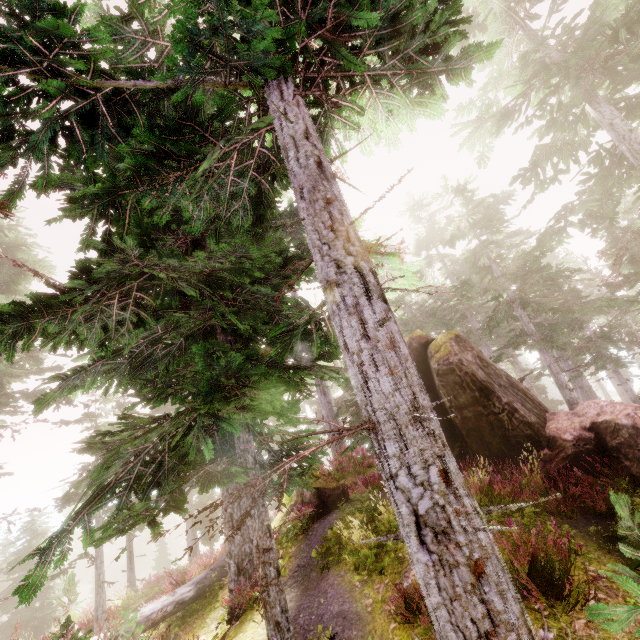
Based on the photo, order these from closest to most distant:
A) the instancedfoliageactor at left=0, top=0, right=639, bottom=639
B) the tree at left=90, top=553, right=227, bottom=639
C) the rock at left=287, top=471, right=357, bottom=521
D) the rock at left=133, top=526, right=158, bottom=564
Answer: the instancedfoliageactor at left=0, top=0, right=639, bottom=639
the tree at left=90, top=553, right=227, bottom=639
the rock at left=287, top=471, right=357, bottom=521
the rock at left=133, top=526, right=158, bottom=564

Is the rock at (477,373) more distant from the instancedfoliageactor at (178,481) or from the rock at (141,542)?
the rock at (141,542)

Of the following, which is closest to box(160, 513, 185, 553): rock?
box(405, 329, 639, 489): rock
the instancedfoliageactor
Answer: the instancedfoliageactor

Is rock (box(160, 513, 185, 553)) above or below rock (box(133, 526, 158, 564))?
above

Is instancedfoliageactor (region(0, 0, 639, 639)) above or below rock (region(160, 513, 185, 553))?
above

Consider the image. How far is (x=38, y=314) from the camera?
4.3m

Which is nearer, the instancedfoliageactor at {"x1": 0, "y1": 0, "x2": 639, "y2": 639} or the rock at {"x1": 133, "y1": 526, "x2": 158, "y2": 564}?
the instancedfoliageactor at {"x1": 0, "y1": 0, "x2": 639, "y2": 639}

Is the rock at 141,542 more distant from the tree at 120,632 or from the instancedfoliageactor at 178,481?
the tree at 120,632
